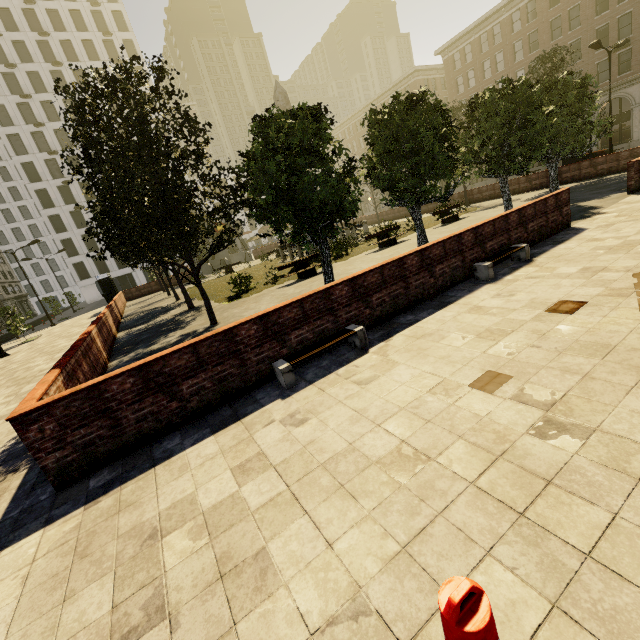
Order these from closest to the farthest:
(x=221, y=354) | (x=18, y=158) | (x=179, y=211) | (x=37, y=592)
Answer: (x=37, y=592) → (x=221, y=354) → (x=179, y=211) → (x=18, y=158)

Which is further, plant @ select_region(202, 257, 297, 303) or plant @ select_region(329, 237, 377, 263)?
plant @ select_region(329, 237, 377, 263)

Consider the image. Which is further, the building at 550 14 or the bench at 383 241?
the building at 550 14

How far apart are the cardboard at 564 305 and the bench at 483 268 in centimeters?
225cm

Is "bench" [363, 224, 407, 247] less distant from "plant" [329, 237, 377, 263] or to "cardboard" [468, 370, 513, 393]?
"plant" [329, 237, 377, 263]

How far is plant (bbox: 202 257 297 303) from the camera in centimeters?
1594cm

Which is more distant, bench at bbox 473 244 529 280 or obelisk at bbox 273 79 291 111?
obelisk at bbox 273 79 291 111

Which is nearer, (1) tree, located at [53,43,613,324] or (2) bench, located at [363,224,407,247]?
(1) tree, located at [53,43,613,324]
